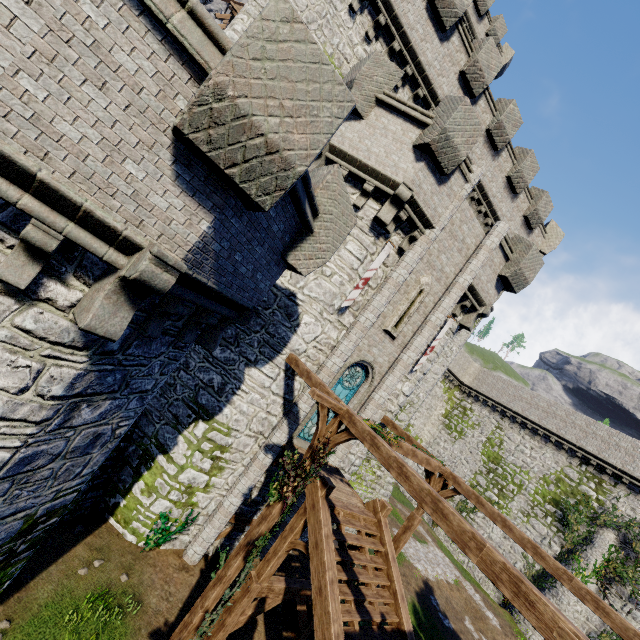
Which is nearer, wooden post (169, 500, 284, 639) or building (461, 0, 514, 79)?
wooden post (169, 500, 284, 639)

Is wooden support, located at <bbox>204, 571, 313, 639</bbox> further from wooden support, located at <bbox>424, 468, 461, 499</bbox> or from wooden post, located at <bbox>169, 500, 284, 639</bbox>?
wooden support, located at <bbox>424, 468, 461, 499</bbox>

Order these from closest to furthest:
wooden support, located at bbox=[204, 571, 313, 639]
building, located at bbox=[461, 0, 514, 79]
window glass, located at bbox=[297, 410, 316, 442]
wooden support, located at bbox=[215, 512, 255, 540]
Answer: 1. wooden support, located at bbox=[204, 571, 313, 639]
2. wooden support, located at bbox=[215, 512, 255, 540]
3. window glass, located at bbox=[297, 410, 316, 442]
4. building, located at bbox=[461, 0, 514, 79]

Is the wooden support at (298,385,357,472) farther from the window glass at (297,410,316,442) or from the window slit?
the window slit

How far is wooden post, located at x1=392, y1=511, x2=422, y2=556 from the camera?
10.8 meters

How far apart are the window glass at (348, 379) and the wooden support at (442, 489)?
3.14m

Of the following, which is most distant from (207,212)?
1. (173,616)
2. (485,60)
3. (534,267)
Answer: (485,60)

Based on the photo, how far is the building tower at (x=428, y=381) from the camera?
19.9 meters
